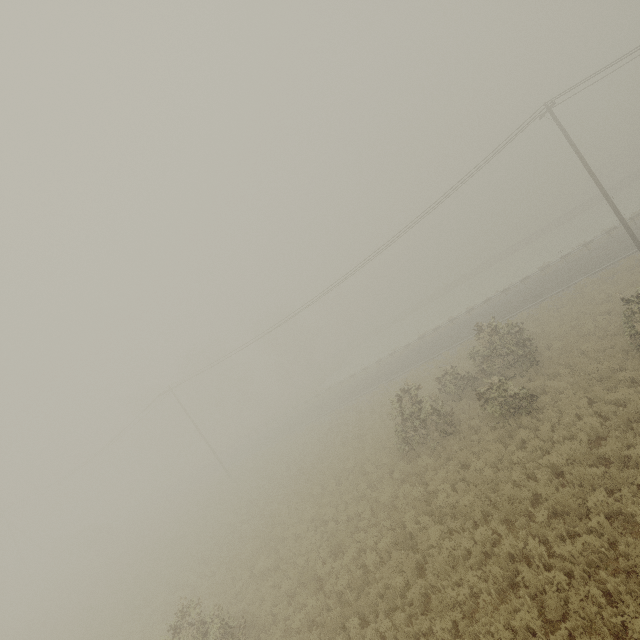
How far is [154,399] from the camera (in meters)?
34.50

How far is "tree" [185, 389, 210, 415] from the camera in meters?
56.4

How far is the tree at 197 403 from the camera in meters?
56.4 m
